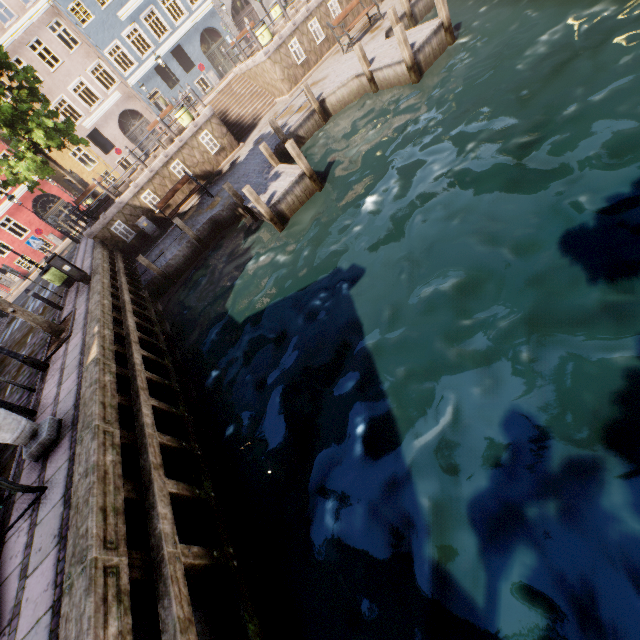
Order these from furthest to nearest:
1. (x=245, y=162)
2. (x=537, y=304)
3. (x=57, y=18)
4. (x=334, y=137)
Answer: (x=57, y=18)
(x=245, y=162)
(x=334, y=137)
(x=537, y=304)

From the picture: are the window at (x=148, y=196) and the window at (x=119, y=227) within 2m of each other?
yes

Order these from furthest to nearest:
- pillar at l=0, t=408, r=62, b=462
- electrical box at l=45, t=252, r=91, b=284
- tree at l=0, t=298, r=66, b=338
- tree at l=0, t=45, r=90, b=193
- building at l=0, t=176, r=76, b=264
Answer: building at l=0, t=176, r=76, b=264, tree at l=0, t=45, r=90, b=193, electrical box at l=45, t=252, r=91, b=284, tree at l=0, t=298, r=66, b=338, pillar at l=0, t=408, r=62, b=462

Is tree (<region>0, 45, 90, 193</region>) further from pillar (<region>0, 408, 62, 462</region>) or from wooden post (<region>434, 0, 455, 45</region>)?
A: wooden post (<region>434, 0, 455, 45</region>)

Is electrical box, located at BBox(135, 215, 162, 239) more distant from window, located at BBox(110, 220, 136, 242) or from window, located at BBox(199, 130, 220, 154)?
window, located at BBox(199, 130, 220, 154)

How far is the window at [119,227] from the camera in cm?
1505

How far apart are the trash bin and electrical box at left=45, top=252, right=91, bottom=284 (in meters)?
1.99

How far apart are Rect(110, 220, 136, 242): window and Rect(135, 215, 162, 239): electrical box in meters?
0.4 m
